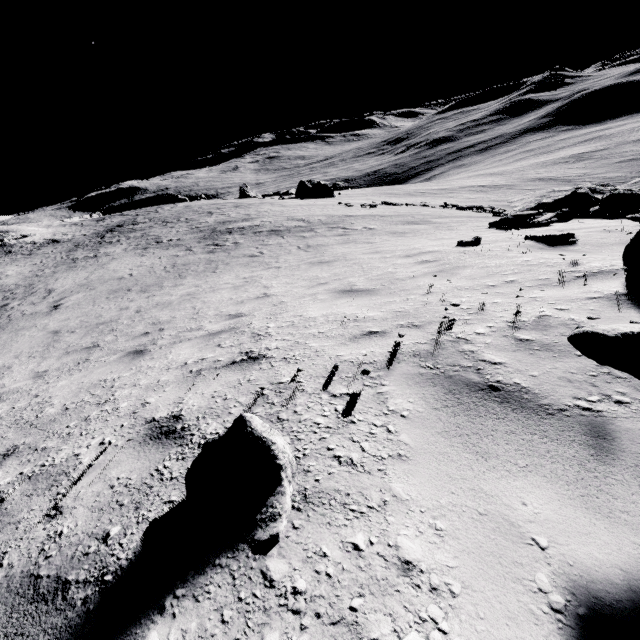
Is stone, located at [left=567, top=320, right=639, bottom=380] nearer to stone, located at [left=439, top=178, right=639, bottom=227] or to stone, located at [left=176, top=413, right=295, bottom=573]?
stone, located at [left=176, top=413, right=295, bottom=573]

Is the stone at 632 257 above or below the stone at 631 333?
below

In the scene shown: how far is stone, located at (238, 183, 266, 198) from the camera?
54.0 meters

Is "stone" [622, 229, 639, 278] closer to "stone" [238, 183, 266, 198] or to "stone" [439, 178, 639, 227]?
"stone" [439, 178, 639, 227]

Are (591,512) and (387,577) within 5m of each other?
yes

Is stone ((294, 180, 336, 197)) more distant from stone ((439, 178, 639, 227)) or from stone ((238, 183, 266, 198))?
stone ((439, 178, 639, 227))

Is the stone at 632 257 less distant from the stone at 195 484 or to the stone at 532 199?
the stone at 195 484

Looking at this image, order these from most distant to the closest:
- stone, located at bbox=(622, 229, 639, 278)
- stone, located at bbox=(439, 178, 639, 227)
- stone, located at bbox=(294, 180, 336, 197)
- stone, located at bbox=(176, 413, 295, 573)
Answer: stone, located at bbox=(294, 180, 336, 197), stone, located at bbox=(439, 178, 639, 227), stone, located at bbox=(622, 229, 639, 278), stone, located at bbox=(176, 413, 295, 573)
